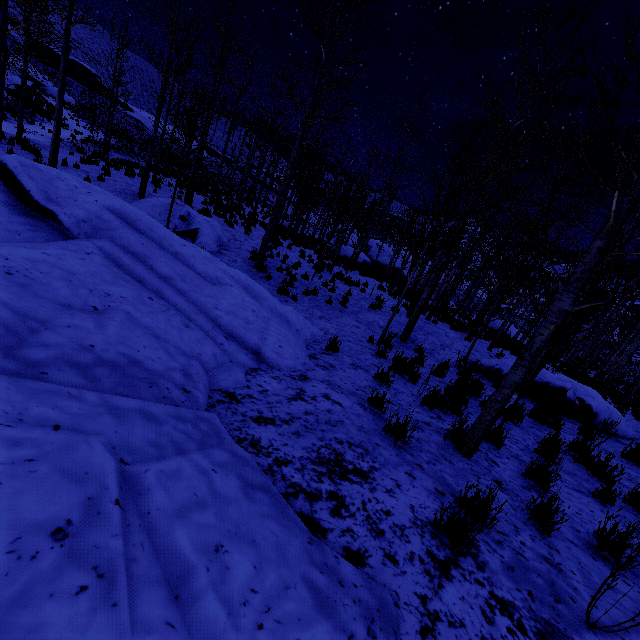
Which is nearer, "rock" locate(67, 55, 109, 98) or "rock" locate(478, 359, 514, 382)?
"rock" locate(478, 359, 514, 382)

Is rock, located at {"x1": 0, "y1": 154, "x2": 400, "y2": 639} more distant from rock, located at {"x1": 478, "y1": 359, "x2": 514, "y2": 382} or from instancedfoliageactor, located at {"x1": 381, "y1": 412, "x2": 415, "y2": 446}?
rock, located at {"x1": 478, "y1": 359, "x2": 514, "y2": 382}

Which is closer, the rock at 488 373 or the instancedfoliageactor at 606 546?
the instancedfoliageactor at 606 546

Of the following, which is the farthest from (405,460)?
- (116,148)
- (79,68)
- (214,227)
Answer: (79,68)

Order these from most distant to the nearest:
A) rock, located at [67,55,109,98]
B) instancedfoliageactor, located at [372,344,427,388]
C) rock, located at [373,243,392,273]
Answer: rock, located at [67,55,109,98] < rock, located at [373,243,392,273] < instancedfoliageactor, located at [372,344,427,388]

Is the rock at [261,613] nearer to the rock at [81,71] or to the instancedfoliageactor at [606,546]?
the instancedfoliageactor at [606,546]

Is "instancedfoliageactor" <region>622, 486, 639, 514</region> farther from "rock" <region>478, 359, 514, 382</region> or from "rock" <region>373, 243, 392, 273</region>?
"rock" <region>373, 243, 392, 273</region>
